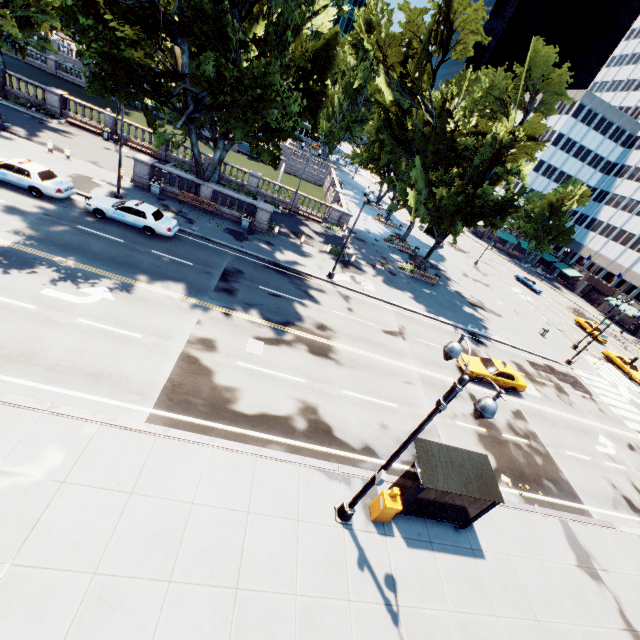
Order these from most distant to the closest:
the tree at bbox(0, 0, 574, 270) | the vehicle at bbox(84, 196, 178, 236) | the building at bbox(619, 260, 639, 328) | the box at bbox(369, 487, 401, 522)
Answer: the building at bbox(619, 260, 639, 328) → the vehicle at bbox(84, 196, 178, 236) → the tree at bbox(0, 0, 574, 270) → the box at bbox(369, 487, 401, 522)

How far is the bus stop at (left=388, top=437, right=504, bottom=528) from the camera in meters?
10.9 m

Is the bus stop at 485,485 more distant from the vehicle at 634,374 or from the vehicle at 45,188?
the vehicle at 634,374

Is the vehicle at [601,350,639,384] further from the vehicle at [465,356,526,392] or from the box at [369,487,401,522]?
the box at [369,487,401,522]

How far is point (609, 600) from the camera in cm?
1243

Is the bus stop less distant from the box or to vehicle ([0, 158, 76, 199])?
the box

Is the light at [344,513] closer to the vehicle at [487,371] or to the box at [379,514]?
the box at [379,514]

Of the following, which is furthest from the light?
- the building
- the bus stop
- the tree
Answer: the building
